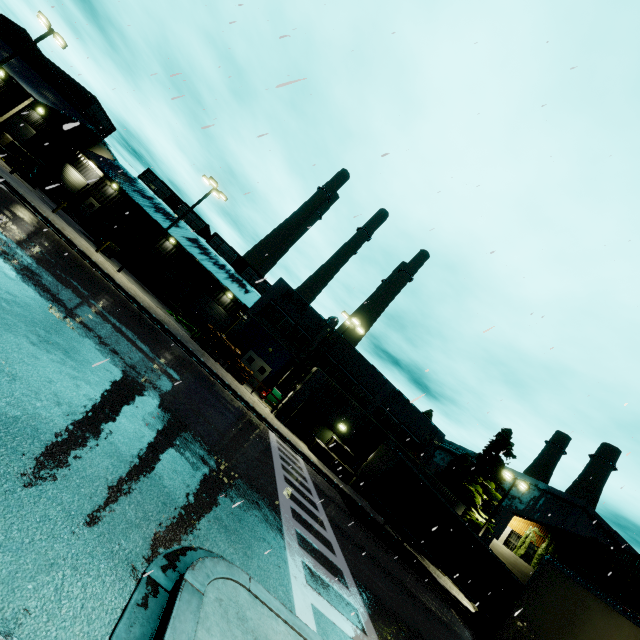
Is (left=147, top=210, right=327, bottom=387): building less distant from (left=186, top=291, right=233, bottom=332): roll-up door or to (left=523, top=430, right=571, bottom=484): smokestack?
(left=186, top=291, right=233, bottom=332): roll-up door

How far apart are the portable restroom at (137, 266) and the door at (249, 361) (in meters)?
13.72

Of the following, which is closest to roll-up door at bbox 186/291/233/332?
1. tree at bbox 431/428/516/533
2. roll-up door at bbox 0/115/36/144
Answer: roll-up door at bbox 0/115/36/144

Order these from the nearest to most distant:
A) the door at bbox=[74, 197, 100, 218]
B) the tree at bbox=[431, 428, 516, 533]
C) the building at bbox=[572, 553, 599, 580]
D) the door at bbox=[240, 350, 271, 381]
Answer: the building at bbox=[572, 553, 599, 580] → the tree at bbox=[431, 428, 516, 533] → the door at bbox=[240, 350, 271, 381] → the door at bbox=[74, 197, 100, 218]

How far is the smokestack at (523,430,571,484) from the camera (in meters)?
52.53

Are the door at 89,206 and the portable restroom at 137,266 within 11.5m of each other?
yes

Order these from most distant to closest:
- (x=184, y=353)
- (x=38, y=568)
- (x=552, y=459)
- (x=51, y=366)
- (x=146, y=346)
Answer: (x=552, y=459) → (x=184, y=353) → (x=146, y=346) → (x=51, y=366) → (x=38, y=568)

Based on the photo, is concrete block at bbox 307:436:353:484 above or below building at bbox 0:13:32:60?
below
